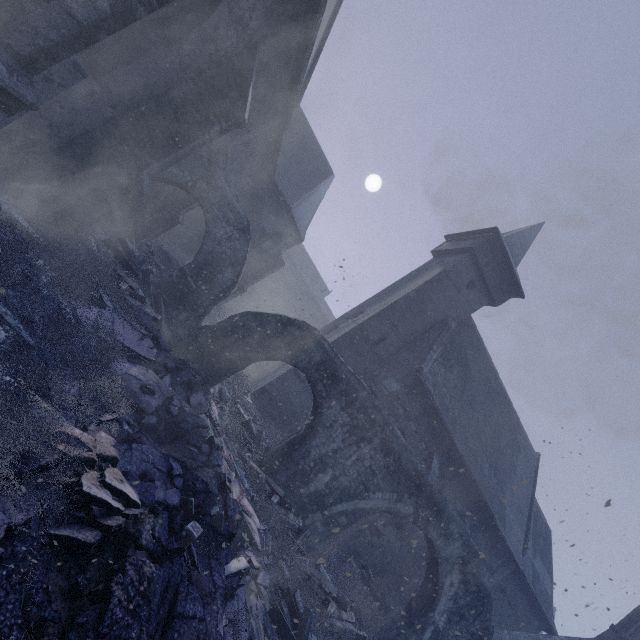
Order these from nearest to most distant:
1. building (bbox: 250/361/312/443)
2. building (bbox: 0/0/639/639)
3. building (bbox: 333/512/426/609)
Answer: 1. building (bbox: 0/0/639/639)
2. building (bbox: 333/512/426/609)
3. building (bbox: 250/361/312/443)

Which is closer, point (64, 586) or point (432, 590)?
point (64, 586)

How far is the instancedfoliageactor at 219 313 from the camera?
15.6m

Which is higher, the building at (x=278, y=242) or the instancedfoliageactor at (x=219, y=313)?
the building at (x=278, y=242)

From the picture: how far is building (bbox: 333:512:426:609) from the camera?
13.48m

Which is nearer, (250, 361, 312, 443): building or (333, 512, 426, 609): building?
(333, 512, 426, 609): building

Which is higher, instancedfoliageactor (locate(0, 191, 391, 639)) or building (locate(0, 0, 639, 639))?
building (locate(0, 0, 639, 639))
